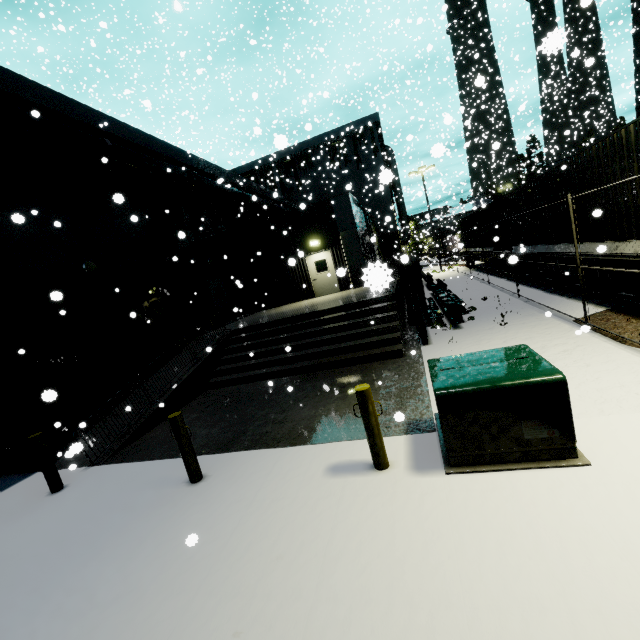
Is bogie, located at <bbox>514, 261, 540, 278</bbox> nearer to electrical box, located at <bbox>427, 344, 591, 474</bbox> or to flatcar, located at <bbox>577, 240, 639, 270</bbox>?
flatcar, located at <bbox>577, 240, 639, 270</bbox>

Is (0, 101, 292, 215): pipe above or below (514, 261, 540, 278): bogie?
above

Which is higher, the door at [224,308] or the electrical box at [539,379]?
the door at [224,308]

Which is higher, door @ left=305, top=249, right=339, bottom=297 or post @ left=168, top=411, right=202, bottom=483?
door @ left=305, top=249, right=339, bottom=297

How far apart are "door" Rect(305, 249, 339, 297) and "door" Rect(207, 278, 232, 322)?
5.0 meters

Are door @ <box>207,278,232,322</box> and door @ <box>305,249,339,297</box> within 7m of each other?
yes

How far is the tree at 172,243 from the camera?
14.95m

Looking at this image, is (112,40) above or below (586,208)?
above
